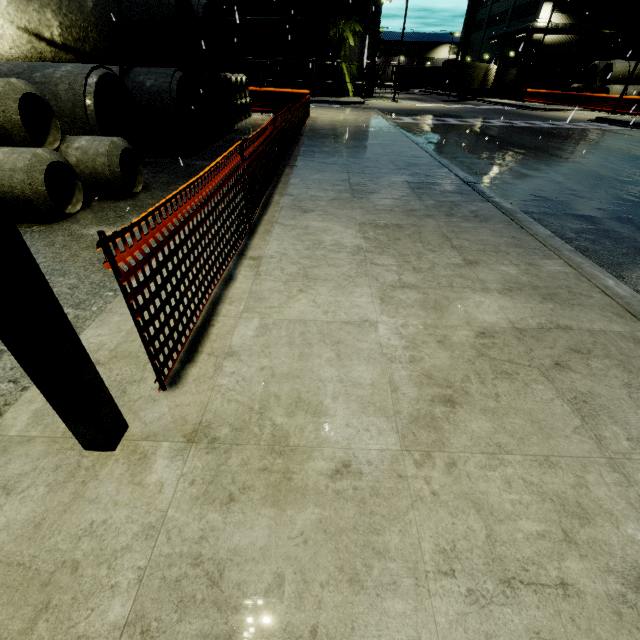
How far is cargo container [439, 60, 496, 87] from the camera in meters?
36.1

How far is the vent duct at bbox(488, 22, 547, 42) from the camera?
35.06m

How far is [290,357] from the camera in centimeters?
252cm

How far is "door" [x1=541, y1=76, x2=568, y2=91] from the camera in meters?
38.8 m

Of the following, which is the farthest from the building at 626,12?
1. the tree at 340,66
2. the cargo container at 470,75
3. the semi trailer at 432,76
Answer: the semi trailer at 432,76

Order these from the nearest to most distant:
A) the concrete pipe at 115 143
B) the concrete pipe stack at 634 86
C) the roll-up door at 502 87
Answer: the concrete pipe at 115 143
the concrete pipe stack at 634 86
the roll-up door at 502 87

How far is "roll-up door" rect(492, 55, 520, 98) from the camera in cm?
4078

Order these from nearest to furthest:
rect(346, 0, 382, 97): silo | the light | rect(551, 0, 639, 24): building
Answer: the light, rect(346, 0, 382, 97): silo, rect(551, 0, 639, 24): building
